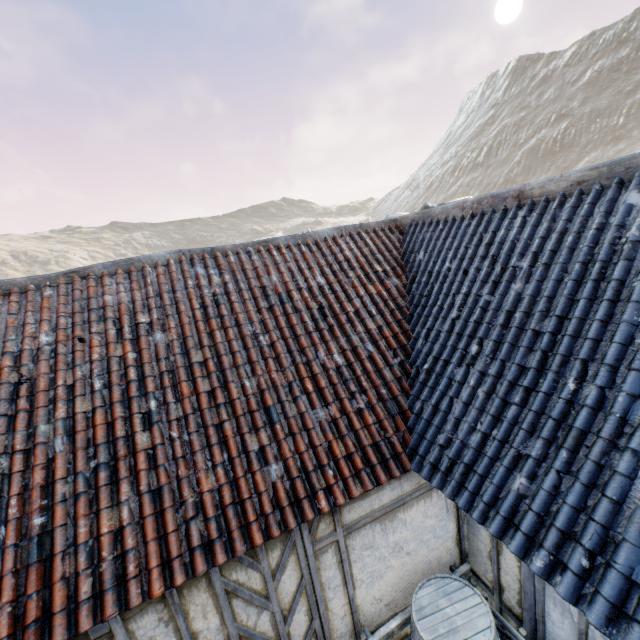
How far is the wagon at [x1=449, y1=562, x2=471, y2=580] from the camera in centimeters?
440cm

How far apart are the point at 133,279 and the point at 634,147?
80.89m

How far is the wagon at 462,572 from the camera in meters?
4.4 m

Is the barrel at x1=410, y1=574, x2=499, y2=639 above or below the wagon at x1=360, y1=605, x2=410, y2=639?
above

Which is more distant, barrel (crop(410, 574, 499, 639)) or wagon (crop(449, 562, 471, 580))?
wagon (crop(449, 562, 471, 580))

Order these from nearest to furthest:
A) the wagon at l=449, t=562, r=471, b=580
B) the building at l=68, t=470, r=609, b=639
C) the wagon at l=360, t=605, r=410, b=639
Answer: the building at l=68, t=470, r=609, b=639, the wagon at l=360, t=605, r=410, b=639, the wagon at l=449, t=562, r=471, b=580

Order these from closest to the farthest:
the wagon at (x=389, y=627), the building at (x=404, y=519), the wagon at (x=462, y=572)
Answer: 1. the building at (x=404, y=519)
2. the wagon at (x=389, y=627)
3. the wagon at (x=462, y=572)
